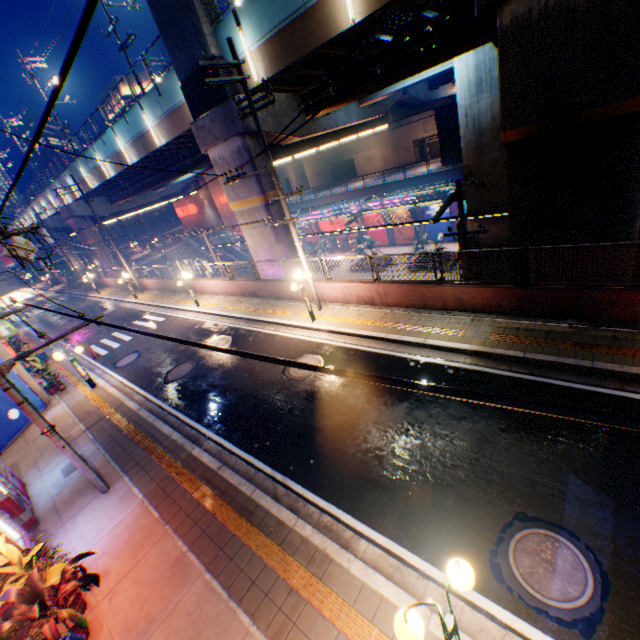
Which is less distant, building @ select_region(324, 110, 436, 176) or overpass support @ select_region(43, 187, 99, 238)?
overpass support @ select_region(43, 187, 99, 238)

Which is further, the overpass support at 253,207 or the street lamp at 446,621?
the overpass support at 253,207

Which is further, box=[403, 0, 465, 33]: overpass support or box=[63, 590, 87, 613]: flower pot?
box=[403, 0, 465, 33]: overpass support

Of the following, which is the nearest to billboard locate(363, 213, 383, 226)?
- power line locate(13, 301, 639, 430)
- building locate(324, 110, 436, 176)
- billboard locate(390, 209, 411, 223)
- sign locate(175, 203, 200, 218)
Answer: billboard locate(390, 209, 411, 223)

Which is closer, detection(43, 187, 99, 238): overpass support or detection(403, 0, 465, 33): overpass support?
detection(403, 0, 465, 33): overpass support

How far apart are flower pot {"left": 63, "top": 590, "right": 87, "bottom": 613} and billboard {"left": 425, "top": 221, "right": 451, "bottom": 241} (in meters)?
34.95

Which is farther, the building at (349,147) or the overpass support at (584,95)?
the building at (349,147)

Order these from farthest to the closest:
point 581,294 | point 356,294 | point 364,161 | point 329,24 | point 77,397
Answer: point 364,161 → point 77,397 → point 356,294 → point 329,24 → point 581,294
